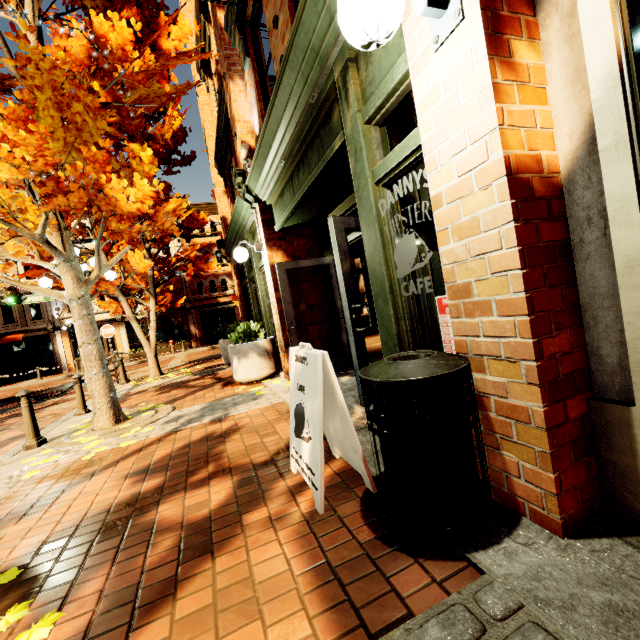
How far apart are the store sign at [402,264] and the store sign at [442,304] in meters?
0.3 m

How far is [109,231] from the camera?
19.8m

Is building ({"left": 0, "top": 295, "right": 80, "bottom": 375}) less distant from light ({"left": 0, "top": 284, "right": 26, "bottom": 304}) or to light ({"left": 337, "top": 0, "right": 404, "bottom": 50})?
light ({"left": 0, "top": 284, "right": 26, "bottom": 304})

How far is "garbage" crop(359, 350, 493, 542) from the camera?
1.6 meters

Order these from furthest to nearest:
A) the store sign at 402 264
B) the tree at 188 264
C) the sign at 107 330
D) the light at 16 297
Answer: the light at 16 297
the sign at 107 330
the tree at 188 264
the store sign at 402 264

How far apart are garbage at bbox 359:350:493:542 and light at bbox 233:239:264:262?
4.7m

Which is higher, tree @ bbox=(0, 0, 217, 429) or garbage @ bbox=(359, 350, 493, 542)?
tree @ bbox=(0, 0, 217, 429)

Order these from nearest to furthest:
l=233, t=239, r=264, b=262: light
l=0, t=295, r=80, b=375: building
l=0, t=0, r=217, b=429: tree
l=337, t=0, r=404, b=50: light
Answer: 1. l=337, t=0, r=404, b=50: light
2. l=0, t=0, r=217, b=429: tree
3. l=233, t=239, r=264, b=262: light
4. l=0, t=295, r=80, b=375: building
